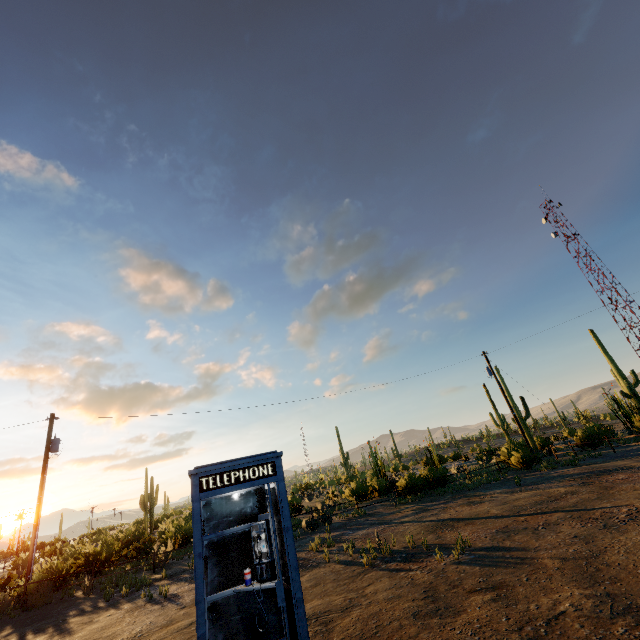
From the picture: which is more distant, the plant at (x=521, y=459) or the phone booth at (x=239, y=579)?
the plant at (x=521, y=459)

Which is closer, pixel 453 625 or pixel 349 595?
pixel 453 625

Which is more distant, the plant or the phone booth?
the plant

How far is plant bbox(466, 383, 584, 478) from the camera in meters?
19.6

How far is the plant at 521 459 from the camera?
19.6 meters
